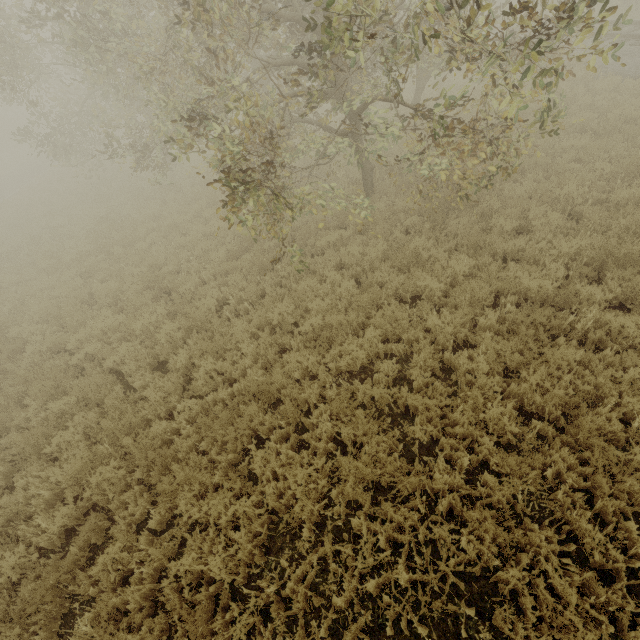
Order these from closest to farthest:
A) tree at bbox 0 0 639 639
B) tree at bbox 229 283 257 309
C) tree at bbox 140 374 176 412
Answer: tree at bbox 0 0 639 639 < tree at bbox 140 374 176 412 < tree at bbox 229 283 257 309

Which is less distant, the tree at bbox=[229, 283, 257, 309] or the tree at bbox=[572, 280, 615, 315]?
the tree at bbox=[572, 280, 615, 315]

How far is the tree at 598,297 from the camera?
5.3 meters

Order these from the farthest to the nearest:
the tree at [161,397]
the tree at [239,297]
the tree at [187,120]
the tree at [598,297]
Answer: the tree at [239,297] → the tree at [161,397] → the tree at [598,297] → the tree at [187,120]

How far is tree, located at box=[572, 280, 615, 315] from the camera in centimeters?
528cm

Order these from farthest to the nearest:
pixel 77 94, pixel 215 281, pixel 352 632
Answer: pixel 77 94
pixel 215 281
pixel 352 632
